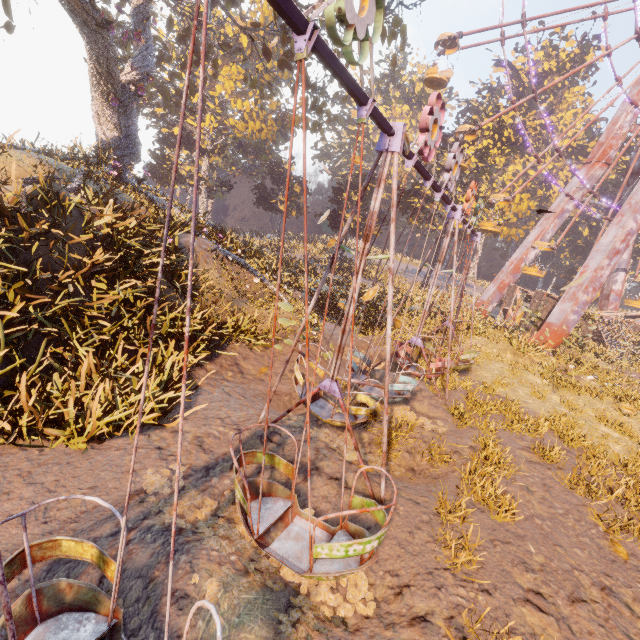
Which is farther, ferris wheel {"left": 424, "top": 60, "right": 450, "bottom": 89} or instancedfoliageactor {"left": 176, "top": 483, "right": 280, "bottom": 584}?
ferris wheel {"left": 424, "top": 60, "right": 450, "bottom": 89}

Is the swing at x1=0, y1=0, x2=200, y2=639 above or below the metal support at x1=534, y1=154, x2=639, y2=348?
below

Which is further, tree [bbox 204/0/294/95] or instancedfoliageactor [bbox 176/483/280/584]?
tree [bbox 204/0/294/95]

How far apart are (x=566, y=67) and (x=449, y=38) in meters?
39.9

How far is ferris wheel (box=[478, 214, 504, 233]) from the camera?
23.99m

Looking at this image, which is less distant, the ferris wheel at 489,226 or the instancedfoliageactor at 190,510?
the instancedfoliageactor at 190,510

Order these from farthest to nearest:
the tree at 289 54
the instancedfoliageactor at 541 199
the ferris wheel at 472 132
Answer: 1. the instancedfoliageactor at 541 199
2. the ferris wheel at 472 132
3. the tree at 289 54

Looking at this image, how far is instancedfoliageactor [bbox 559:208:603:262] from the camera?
45.64m
